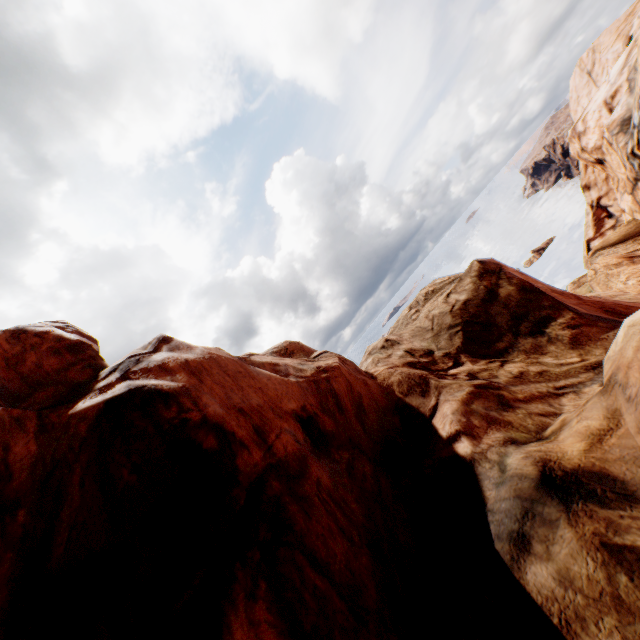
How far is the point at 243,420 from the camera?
5.3 meters
